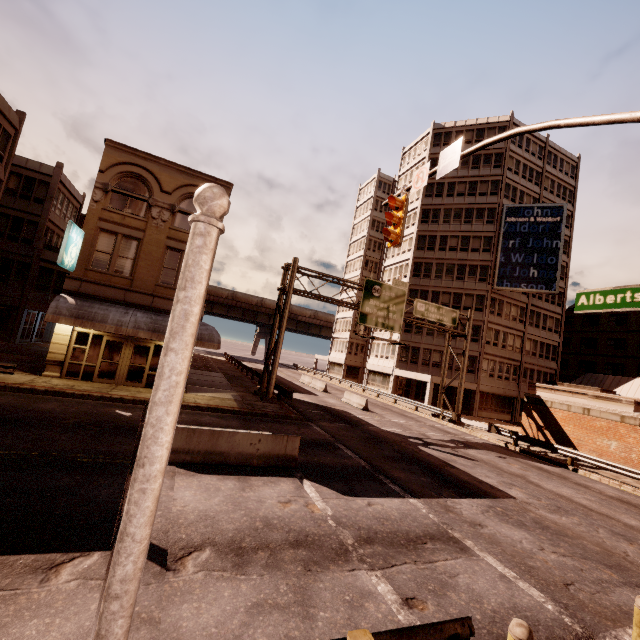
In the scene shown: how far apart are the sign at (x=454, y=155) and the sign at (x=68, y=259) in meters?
16.9 m

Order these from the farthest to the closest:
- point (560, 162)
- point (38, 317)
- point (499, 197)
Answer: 1. point (560, 162)
2. point (499, 197)
3. point (38, 317)

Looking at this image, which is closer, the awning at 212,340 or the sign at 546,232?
the awning at 212,340

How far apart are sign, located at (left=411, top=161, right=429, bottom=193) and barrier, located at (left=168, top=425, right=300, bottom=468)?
8.74m

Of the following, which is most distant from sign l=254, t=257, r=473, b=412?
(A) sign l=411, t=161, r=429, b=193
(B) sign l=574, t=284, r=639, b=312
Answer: (B) sign l=574, t=284, r=639, b=312

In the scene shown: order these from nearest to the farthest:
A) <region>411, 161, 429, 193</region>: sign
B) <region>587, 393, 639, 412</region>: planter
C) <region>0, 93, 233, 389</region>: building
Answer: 1. <region>411, 161, 429, 193</region>: sign
2. <region>0, 93, 233, 389</region>: building
3. <region>587, 393, 639, 412</region>: planter

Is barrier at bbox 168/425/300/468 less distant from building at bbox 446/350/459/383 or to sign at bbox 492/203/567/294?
building at bbox 446/350/459/383

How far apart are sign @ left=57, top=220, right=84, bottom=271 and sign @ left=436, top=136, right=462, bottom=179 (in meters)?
16.91
